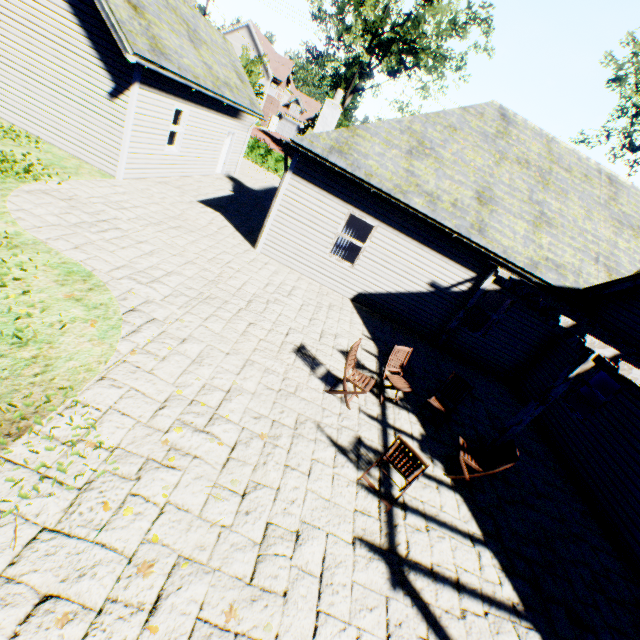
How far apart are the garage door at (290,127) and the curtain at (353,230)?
57.46m

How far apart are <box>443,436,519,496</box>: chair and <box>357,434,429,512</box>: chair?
1.14m

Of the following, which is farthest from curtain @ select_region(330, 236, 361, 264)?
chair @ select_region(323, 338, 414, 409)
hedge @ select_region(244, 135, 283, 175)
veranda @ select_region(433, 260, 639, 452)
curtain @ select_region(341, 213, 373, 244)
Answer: hedge @ select_region(244, 135, 283, 175)

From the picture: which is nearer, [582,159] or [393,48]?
[582,159]

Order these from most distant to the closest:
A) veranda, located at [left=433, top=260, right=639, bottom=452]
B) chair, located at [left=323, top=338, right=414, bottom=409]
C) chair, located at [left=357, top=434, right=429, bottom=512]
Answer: chair, located at [left=323, top=338, right=414, bottom=409]
veranda, located at [left=433, top=260, right=639, bottom=452]
chair, located at [left=357, top=434, right=429, bottom=512]

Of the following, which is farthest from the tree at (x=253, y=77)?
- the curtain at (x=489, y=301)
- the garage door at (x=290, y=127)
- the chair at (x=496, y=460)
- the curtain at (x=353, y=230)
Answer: the chair at (x=496, y=460)

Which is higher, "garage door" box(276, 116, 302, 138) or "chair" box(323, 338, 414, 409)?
"garage door" box(276, 116, 302, 138)

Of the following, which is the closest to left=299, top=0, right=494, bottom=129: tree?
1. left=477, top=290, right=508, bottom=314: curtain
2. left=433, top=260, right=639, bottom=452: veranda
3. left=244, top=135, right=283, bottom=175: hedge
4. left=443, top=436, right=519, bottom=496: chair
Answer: left=244, top=135, right=283, bottom=175: hedge
